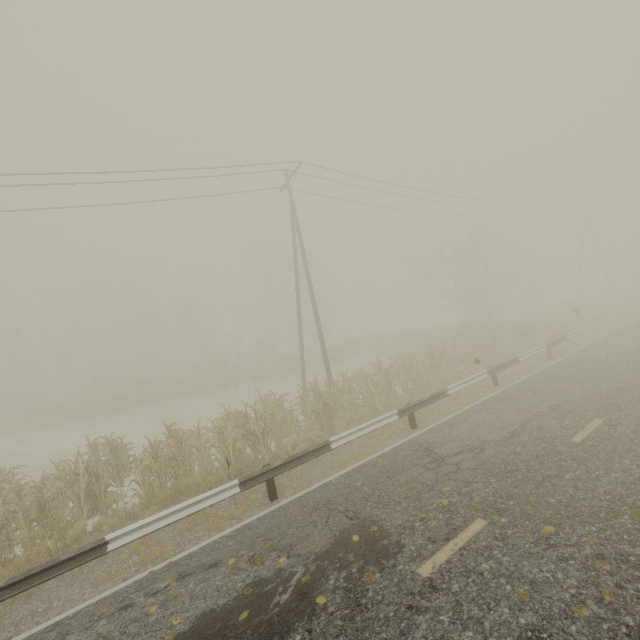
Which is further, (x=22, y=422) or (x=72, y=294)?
(x=72, y=294)
